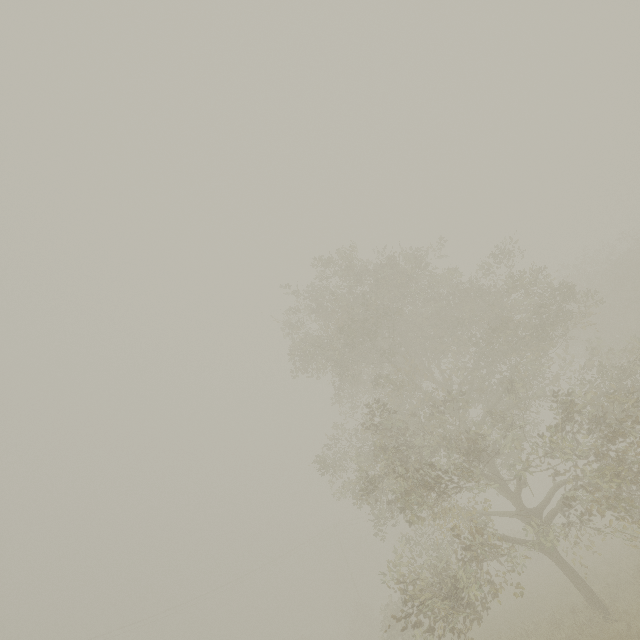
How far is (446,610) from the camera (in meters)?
10.48

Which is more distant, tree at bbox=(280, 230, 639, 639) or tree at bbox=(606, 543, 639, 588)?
tree at bbox=(606, 543, 639, 588)

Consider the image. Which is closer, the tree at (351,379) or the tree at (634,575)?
the tree at (351,379)

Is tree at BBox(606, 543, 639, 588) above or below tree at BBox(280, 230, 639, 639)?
below

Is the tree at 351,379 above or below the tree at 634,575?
above
